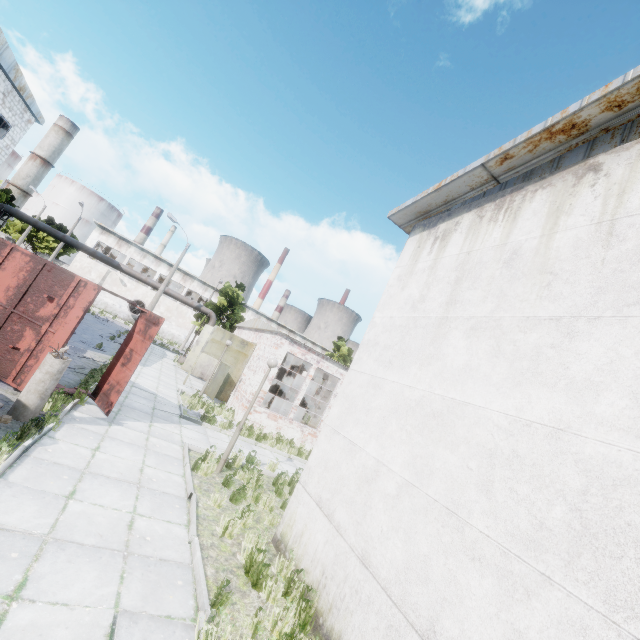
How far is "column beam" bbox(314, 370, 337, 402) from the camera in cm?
2131

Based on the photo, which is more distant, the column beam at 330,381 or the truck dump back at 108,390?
the column beam at 330,381

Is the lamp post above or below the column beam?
below

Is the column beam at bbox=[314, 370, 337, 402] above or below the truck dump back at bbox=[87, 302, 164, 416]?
above

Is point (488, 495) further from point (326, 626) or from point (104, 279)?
point (104, 279)

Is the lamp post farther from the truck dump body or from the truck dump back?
the truck dump back

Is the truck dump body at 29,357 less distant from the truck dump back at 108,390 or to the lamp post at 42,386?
the truck dump back at 108,390

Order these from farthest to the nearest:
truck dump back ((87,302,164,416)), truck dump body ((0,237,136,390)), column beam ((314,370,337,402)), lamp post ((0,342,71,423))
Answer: column beam ((314,370,337,402)) → truck dump back ((87,302,164,416)) → truck dump body ((0,237,136,390)) → lamp post ((0,342,71,423))
